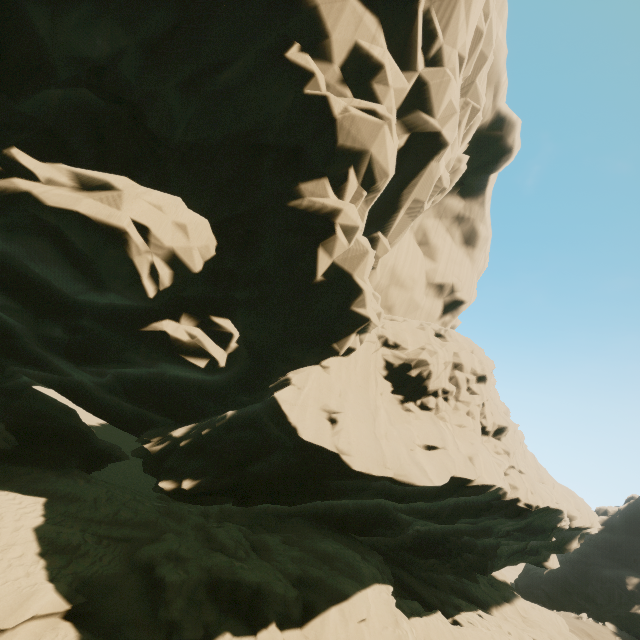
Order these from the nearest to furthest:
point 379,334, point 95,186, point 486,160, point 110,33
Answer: point 95,186 < point 110,33 < point 379,334 < point 486,160
